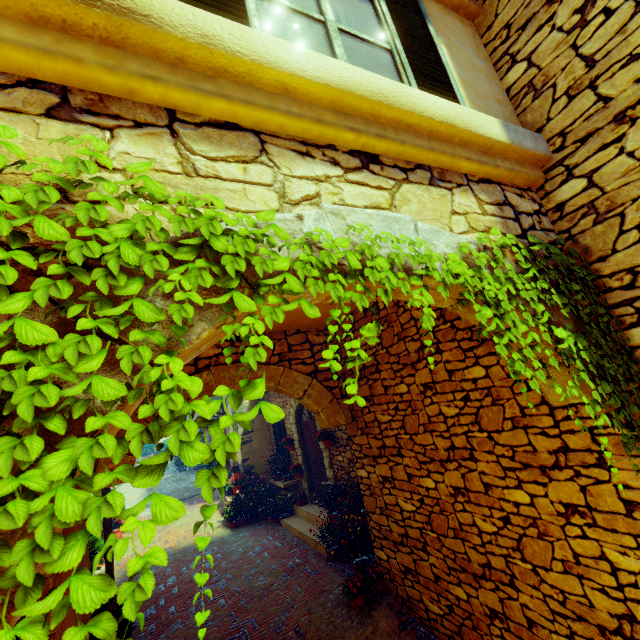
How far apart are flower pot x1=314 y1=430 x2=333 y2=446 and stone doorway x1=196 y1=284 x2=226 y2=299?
6.04m

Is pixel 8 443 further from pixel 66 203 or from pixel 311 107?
pixel 311 107

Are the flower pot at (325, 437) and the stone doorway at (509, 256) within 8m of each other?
yes

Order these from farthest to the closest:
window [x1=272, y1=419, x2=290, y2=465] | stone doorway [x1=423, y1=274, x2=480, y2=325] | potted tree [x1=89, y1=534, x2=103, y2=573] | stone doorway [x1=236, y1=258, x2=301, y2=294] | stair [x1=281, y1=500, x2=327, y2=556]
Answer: window [x1=272, y1=419, x2=290, y2=465]
stair [x1=281, y1=500, x2=327, y2=556]
potted tree [x1=89, y1=534, x2=103, y2=573]
stone doorway [x1=423, y1=274, x2=480, y2=325]
stone doorway [x1=236, y1=258, x2=301, y2=294]

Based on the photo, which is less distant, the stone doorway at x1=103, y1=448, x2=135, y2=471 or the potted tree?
the stone doorway at x1=103, y1=448, x2=135, y2=471

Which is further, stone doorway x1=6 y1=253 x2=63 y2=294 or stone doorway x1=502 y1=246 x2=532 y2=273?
stone doorway x1=502 y1=246 x2=532 y2=273

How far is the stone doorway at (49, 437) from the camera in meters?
0.9

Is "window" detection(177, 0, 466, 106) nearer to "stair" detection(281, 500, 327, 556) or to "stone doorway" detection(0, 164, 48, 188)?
"stone doorway" detection(0, 164, 48, 188)
